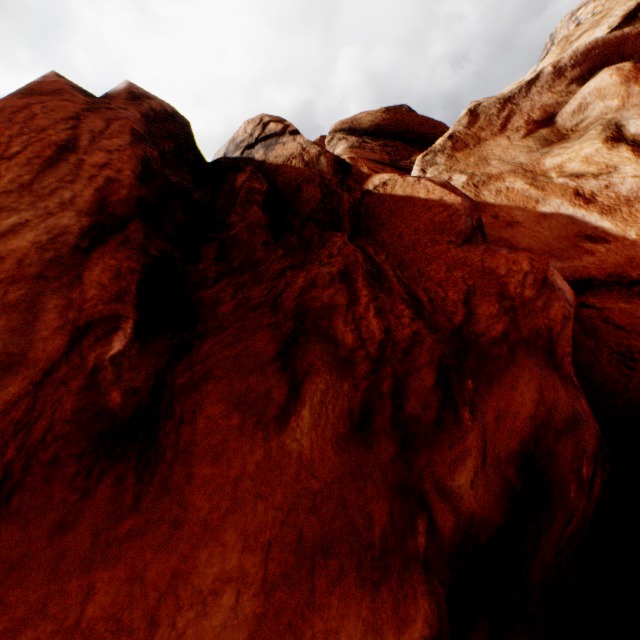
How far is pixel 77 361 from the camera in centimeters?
240cm
